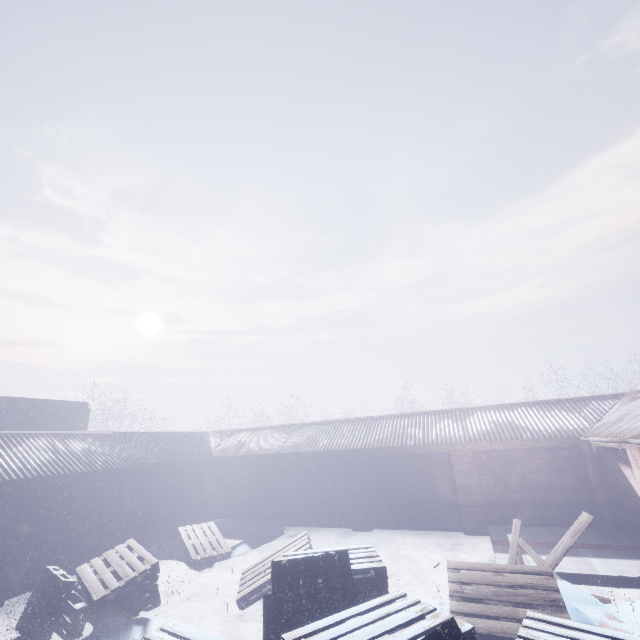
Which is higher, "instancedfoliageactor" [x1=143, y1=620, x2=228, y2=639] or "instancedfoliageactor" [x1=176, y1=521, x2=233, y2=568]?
"instancedfoliageactor" [x1=143, y1=620, x2=228, y2=639]

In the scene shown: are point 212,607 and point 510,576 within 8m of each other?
yes

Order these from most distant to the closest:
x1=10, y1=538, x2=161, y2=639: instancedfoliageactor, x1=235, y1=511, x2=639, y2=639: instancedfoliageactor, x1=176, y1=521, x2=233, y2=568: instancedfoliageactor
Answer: x1=176, y1=521, x2=233, y2=568: instancedfoliageactor < x1=10, y1=538, x2=161, y2=639: instancedfoliageactor < x1=235, y1=511, x2=639, y2=639: instancedfoliageactor

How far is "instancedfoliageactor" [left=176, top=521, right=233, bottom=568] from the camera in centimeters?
781cm

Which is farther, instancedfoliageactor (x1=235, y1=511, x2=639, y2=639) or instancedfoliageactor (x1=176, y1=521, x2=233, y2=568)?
instancedfoliageactor (x1=176, y1=521, x2=233, y2=568)

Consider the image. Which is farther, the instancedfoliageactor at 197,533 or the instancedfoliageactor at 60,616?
the instancedfoliageactor at 197,533
